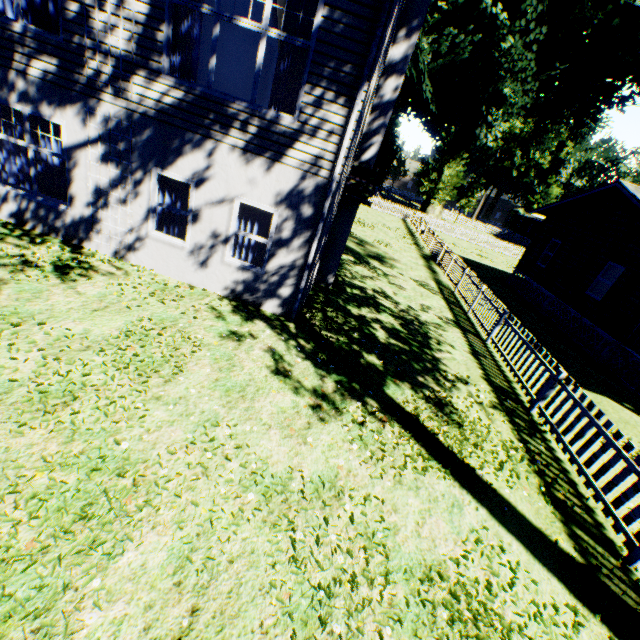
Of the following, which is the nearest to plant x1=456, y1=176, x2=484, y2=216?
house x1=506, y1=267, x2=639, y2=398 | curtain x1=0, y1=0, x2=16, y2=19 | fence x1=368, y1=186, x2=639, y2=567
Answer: fence x1=368, y1=186, x2=639, y2=567

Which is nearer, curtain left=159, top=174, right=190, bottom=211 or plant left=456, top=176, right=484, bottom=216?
curtain left=159, top=174, right=190, bottom=211

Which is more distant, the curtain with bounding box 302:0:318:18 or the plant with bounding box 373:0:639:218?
the plant with bounding box 373:0:639:218

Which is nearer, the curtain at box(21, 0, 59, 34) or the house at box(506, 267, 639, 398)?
the curtain at box(21, 0, 59, 34)

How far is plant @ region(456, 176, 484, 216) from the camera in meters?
47.5

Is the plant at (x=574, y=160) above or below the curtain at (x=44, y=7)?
above

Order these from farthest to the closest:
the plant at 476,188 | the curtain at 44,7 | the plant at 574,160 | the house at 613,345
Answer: the plant at 476,188 < the plant at 574,160 < the house at 613,345 < the curtain at 44,7

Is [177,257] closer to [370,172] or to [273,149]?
[273,149]
